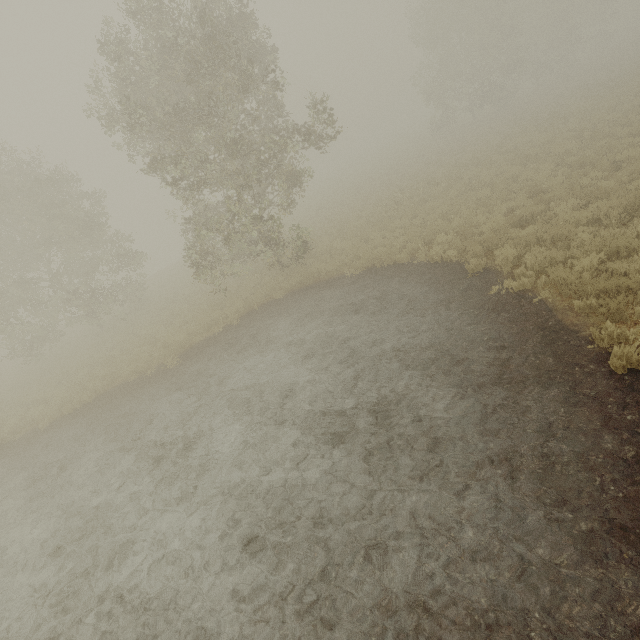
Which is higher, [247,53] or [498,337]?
[247,53]
